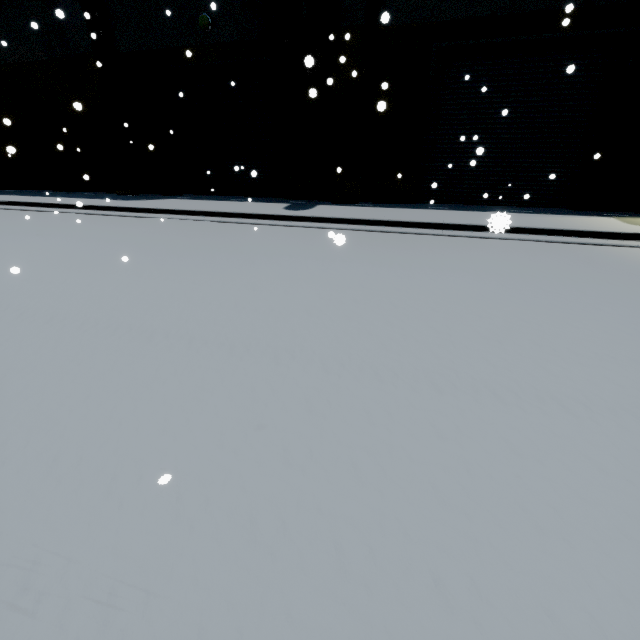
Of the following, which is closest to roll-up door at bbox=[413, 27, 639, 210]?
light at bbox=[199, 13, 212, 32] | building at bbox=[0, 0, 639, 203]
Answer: building at bbox=[0, 0, 639, 203]

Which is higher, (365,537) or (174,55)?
(174,55)

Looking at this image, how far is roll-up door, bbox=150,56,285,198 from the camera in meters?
11.5

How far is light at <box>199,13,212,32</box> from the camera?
10.53m

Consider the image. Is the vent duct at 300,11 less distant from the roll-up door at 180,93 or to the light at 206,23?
the roll-up door at 180,93

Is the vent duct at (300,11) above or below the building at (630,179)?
above

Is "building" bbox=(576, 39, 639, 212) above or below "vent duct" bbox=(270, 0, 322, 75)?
below
